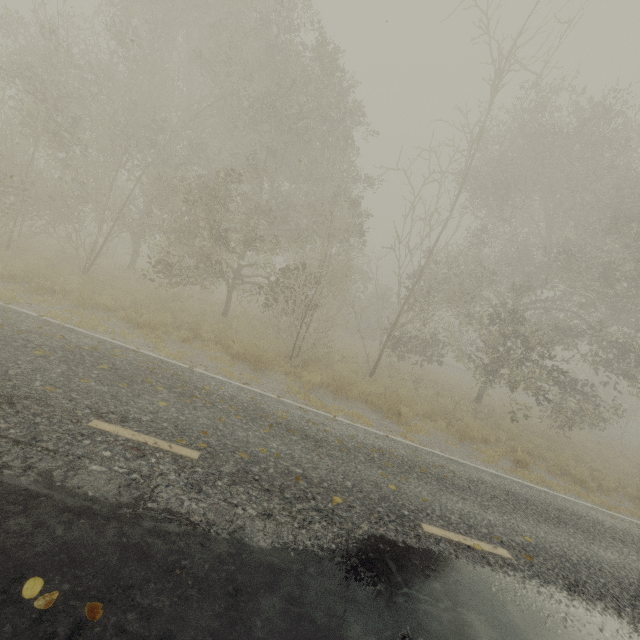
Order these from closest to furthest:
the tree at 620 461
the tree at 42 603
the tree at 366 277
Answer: the tree at 42 603 < the tree at 366 277 < the tree at 620 461

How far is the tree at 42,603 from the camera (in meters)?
2.26

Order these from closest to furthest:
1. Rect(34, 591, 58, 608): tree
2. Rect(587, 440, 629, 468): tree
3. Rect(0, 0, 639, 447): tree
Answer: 1. Rect(34, 591, 58, 608): tree
2. Rect(0, 0, 639, 447): tree
3. Rect(587, 440, 629, 468): tree

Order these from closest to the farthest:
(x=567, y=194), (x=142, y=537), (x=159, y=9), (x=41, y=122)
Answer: (x=142, y=537), (x=41, y=122), (x=159, y=9), (x=567, y=194)

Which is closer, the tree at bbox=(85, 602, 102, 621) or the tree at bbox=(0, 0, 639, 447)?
the tree at bbox=(85, 602, 102, 621)
